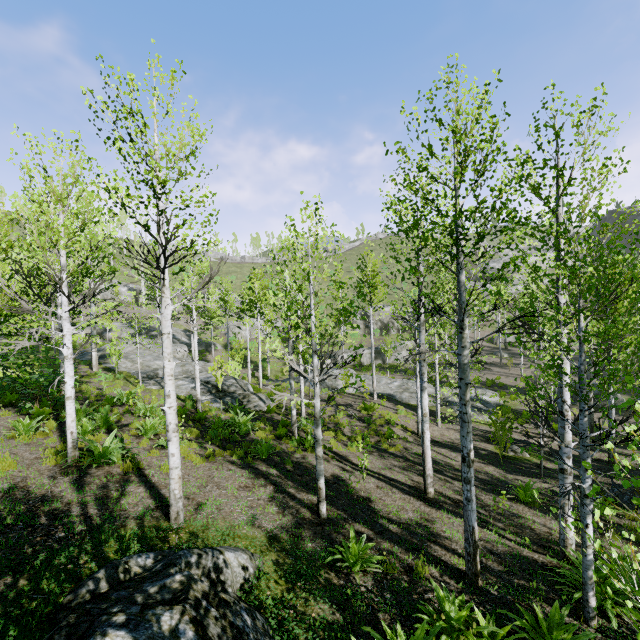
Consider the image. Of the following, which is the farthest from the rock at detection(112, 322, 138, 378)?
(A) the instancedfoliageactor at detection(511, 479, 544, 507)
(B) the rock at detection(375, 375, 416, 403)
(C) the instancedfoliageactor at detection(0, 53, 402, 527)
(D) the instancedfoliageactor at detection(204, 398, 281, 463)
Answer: (A) the instancedfoliageactor at detection(511, 479, 544, 507)

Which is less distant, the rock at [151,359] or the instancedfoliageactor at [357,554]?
the instancedfoliageactor at [357,554]

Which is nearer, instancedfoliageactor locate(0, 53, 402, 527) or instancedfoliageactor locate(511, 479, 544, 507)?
instancedfoliageactor locate(0, 53, 402, 527)

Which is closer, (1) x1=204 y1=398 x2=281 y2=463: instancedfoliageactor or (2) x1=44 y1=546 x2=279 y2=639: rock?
(2) x1=44 y1=546 x2=279 y2=639: rock

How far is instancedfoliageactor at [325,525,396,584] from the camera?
5.4 meters

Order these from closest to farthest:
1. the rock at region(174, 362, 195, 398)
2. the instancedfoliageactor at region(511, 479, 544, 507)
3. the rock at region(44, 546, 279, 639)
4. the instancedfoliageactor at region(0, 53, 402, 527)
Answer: the rock at region(44, 546, 279, 639), the instancedfoliageactor at region(0, 53, 402, 527), the instancedfoliageactor at region(511, 479, 544, 507), the rock at region(174, 362, 195, 398)

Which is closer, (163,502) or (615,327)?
(163,502)
